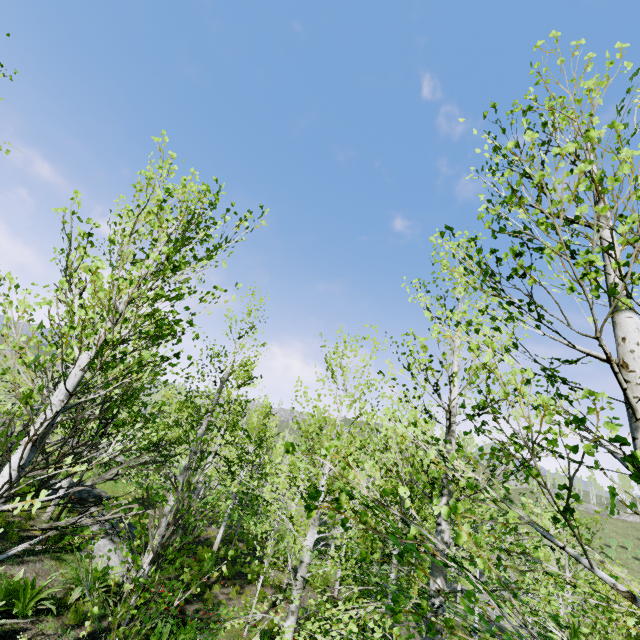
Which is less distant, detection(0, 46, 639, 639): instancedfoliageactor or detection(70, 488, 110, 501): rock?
Result: detection(0, 46, 639, 639): instancedfoliageactor

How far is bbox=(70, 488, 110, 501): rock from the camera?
15.0m

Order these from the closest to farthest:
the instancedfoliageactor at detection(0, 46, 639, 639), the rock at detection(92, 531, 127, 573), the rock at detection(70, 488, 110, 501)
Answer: the instancedfoliageactor at detection(0, 46, 639, 639) → the rock at detection(92, 531, 127, 573) → the rock at detection(70, 488, 110, 501)

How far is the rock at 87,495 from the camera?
15.0 meters

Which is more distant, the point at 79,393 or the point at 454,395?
the point at 79,393

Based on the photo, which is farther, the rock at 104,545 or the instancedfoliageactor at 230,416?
the rock at 104,545
